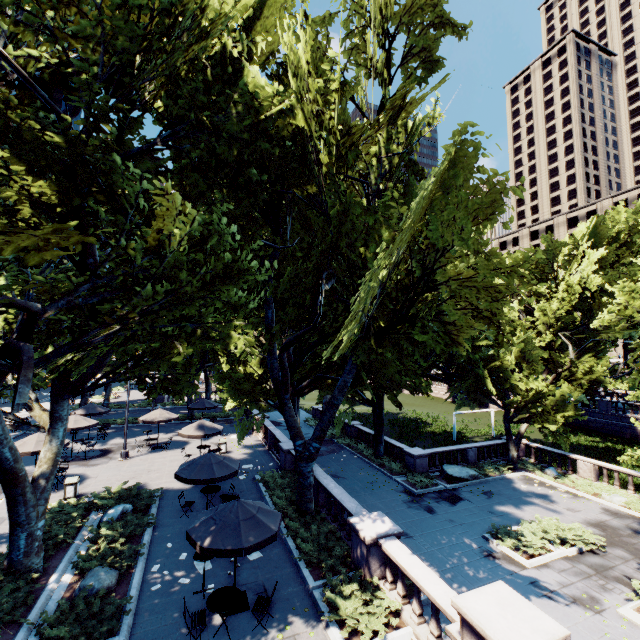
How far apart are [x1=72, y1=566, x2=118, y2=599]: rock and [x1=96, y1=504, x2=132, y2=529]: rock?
2.98m

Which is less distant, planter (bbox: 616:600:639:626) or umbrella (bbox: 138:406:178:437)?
planter (bbox: 616:600:639:626)

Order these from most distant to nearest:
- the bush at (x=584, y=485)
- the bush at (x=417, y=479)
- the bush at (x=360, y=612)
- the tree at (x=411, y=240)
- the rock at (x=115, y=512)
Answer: the bush at (x=417, y=479)
the bush at (x=584, y=485)
the rock at (x=115, y=512)
the bush at (x=360, y=612)
the tree at (x=411, y=240)

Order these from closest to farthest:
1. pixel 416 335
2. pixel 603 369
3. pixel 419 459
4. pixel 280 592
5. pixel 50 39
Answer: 1. pixel 50 39
2. pixel 280 592
3. pixel 416 335
4. pixel 603 369
5. pixel 419 459

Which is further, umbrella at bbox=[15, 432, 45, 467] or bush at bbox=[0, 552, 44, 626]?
umbrella at bbox=[15, 432, 45, 467]

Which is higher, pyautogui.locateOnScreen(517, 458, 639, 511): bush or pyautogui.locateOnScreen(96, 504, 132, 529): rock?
pyautogui.locateOnScreen(96, 504, 132, 529): rock

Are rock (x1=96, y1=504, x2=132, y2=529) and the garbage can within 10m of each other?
yes

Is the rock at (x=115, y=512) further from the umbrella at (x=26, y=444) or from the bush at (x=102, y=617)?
the umbrella at (x=26, y=444)
